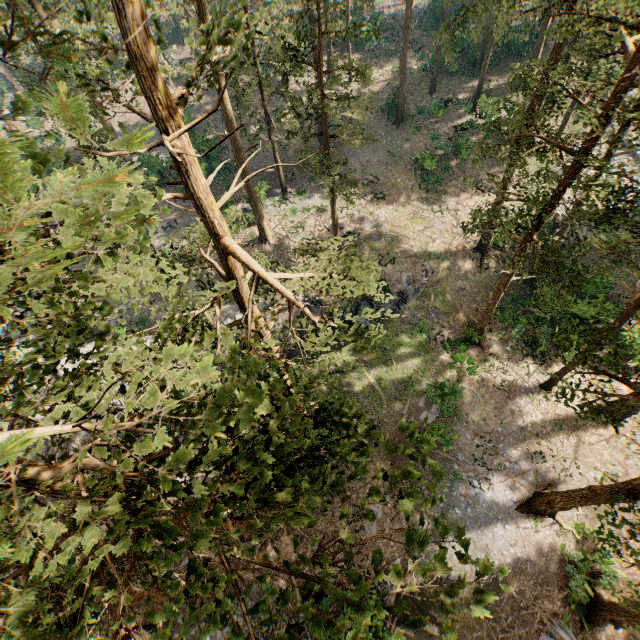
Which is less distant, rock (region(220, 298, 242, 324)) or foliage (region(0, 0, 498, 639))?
foliage (region(0, 0, 498, 639))

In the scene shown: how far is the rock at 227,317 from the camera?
25.9m

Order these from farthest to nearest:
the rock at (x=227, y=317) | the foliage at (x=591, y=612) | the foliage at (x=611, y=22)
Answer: the rock at (x=227, y=317)
the foliage at (x=611, y=22)
the foliage at (x=591, y=612)

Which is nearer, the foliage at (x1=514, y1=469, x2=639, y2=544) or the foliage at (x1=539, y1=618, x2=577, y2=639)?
the foliage at (x1=514, y1=469, x2=639, y2=544)

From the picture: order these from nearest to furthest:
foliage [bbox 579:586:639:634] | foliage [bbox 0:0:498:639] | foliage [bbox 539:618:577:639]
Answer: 1. foliage [bbox 0:0:498:639]
2. foliage [bbox 579:586:639:634]
3. foliage [bbox 539:618:577:639]

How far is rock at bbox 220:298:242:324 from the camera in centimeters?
2592cm

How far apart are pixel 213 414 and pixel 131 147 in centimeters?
139cm
